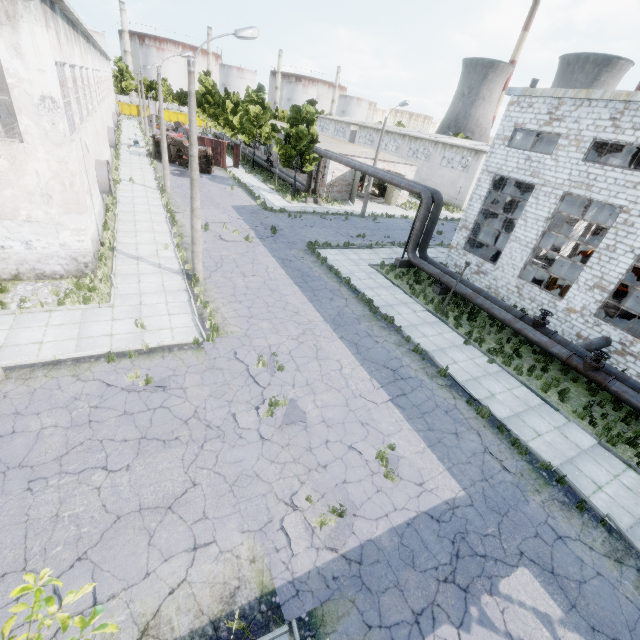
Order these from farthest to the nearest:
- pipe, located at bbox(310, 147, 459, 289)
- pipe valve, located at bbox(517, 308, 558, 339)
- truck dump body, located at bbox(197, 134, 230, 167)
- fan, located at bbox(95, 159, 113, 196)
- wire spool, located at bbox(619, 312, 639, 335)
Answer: truck dump body, located at bbox(197, 134, 230, 167) < pipe, located at bbox(310, 147, 459, 289) < fan, located at bbox(95, 159, 113, 196) < wire spool, located at bbox(619, 312, 639, 335) < pipe valve, located at bbox(517, 308, 558, 339)

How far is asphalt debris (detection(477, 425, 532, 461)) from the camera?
10.27m

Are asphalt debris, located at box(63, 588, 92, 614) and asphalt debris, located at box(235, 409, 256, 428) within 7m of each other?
yes

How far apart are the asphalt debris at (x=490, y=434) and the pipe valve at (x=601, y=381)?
5.3m

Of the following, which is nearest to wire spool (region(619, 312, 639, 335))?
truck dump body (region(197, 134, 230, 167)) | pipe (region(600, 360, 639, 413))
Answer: pipe (region(600, 360, 639, 413))

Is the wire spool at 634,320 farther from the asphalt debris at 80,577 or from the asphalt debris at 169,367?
the asphalt debris at 80,577

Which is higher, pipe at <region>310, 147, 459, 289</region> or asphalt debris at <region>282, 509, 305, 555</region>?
pipe at <region>310, 147, 459, 289</region>

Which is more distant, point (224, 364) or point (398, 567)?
point (224, 364)
